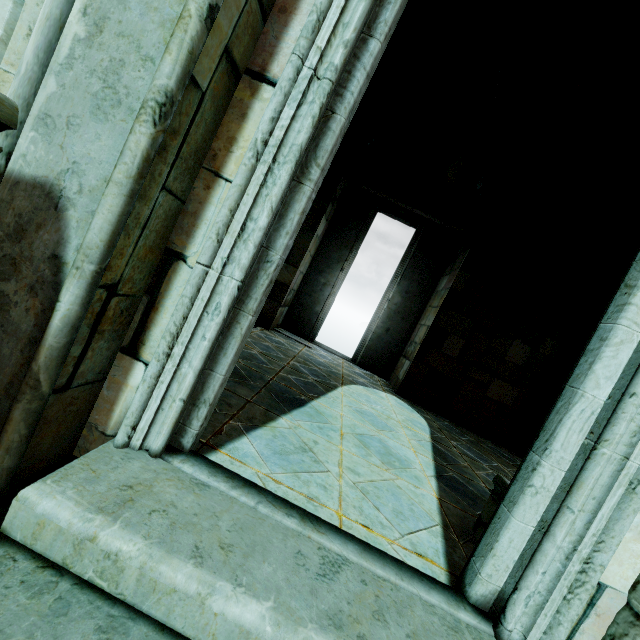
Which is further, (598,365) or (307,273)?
(307,273)
